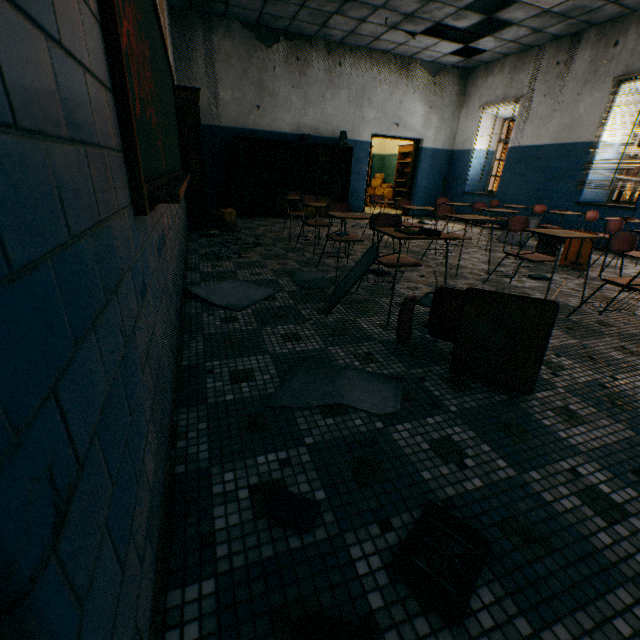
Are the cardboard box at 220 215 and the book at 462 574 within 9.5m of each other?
yes

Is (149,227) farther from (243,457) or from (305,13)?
(305,13)

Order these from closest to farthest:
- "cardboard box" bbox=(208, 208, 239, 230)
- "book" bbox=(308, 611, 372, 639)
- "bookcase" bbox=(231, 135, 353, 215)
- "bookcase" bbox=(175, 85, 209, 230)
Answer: "book" bbox=(308, 611, 372, 639)
"bookcase" bbox=(175, 85, 209, 230)
"cardboard box" bbox=(208, 208, 239, 230)
"bookcase" bbox=(231, 135, 353, 215)

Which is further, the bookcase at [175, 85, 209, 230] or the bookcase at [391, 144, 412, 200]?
the bookcase at [391, 144, 412, 200]

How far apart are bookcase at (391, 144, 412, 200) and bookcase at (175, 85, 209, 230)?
7.05m

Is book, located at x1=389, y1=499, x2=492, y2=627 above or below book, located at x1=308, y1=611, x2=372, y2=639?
above

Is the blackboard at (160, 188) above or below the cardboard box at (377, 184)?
above

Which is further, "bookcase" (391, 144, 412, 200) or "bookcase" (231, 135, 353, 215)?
"bookcase" (391, 144, 412, 200)
